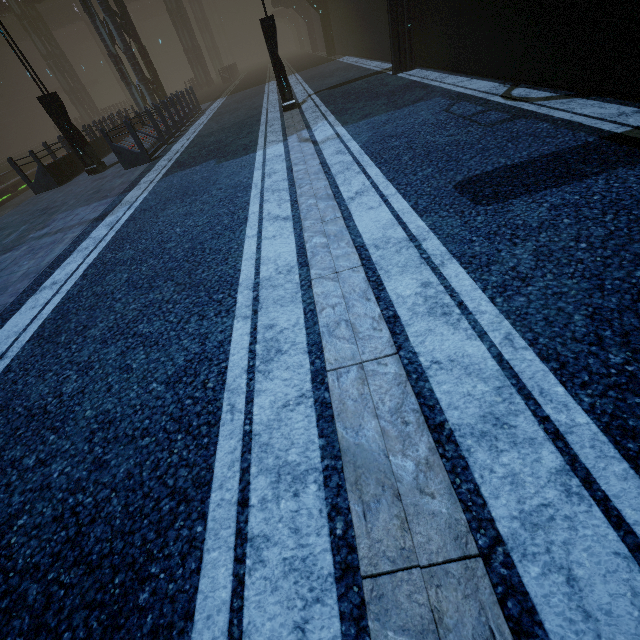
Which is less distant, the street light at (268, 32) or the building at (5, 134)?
the street light at (268, 32)

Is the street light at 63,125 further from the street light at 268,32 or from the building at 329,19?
the street light at 268,32

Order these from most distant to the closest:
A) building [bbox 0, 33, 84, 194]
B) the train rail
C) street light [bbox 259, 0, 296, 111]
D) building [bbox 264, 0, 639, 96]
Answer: the train rail < building [bbox 0, 33, 84, 194] < street light [bbox 259, 0, 296, 111] < building [bbox 264, 0, 639, 96]

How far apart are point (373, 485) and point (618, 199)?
3.6 meters

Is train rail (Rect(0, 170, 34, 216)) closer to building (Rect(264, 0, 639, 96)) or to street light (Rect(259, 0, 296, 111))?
building (Rect(264, 0, 639, 96))

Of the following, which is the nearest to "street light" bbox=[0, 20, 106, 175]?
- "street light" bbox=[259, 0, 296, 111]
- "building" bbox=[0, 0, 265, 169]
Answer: "building" bbox=[0, 0, 265, 169]

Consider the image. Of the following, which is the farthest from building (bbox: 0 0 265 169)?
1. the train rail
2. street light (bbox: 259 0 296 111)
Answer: street light (bbox: 259 0 296 111)

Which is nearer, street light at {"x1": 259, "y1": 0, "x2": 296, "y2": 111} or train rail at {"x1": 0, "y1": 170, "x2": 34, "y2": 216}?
street light at {"x1": 259, "y1": 0, "x2": 296, "y2": 111}
